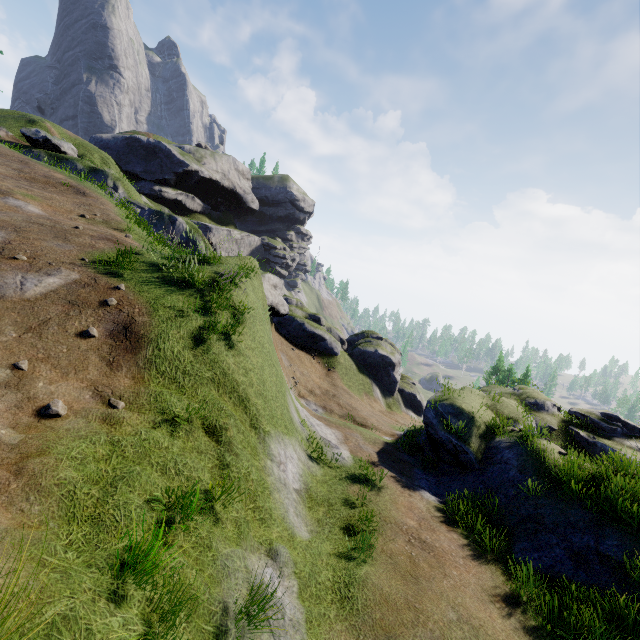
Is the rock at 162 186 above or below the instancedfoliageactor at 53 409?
above

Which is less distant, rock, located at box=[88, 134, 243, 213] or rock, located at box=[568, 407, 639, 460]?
rock, located at box=[568, 407, 639, 460]

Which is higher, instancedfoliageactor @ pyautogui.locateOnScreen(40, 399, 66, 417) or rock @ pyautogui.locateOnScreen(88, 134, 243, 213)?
rock @ pyautogui.locateOnScreen(88, 134, 243, 213)

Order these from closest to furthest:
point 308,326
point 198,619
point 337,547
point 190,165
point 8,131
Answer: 1. point 198,619
2. point 337,547
3. point 308,326
4. point 8,131
5. point 190,165

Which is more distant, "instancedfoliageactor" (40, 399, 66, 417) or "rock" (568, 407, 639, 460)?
"rock" (568, 407, 639, 460)

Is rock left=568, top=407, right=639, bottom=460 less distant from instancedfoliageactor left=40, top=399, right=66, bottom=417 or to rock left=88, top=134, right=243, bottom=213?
instancedfoliageactor left=40, top=399, right=66, bottom=417

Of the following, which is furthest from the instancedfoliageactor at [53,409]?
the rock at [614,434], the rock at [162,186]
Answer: the rock at [162,186]
